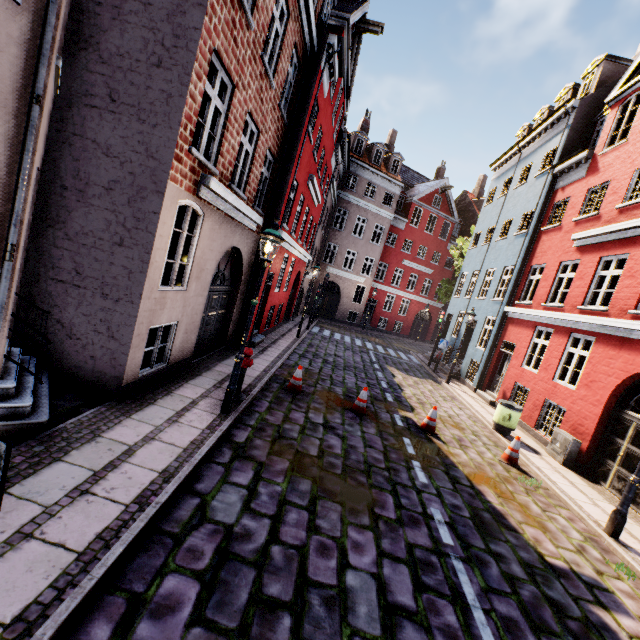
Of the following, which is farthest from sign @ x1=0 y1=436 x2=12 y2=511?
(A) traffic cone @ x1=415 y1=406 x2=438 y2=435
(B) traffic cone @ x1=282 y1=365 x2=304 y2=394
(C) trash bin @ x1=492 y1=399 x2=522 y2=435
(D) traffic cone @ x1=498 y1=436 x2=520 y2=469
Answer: (C) trash bin @ x1=492 y1=399 x2=522 y2=435

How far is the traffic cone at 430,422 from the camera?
8.9 meters

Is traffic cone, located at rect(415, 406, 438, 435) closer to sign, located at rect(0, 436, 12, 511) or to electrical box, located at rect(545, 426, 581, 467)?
electrical box, located at rect(545, 426, 581, 467)

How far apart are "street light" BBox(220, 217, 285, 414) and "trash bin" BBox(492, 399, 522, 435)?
8.68m

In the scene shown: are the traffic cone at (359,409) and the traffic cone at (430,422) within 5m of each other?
yes

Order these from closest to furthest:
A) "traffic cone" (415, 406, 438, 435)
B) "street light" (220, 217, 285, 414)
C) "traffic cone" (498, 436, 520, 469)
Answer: "street light" (220, 217, 285, 414), "traffic cone" (498, 436, 520, 469), "traffic cone" (415, 406, 438, 435)

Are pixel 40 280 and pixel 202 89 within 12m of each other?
yes

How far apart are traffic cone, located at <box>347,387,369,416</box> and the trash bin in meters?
4.7 m
